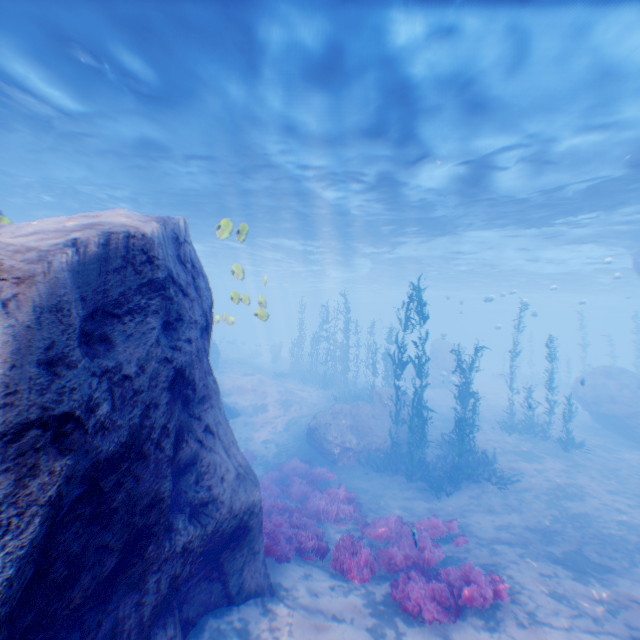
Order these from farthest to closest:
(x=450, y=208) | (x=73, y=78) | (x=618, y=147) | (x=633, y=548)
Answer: (x=450, y=208) → (x=618, y=147) → (x=73, y=78) → (x=633, y=548)

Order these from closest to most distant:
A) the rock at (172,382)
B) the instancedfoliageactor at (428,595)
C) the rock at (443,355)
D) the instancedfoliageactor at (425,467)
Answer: the rock at (172,382), the instancedfoliageactor at (428,595), the instancedfoliageactor at (425,467), the rock at (443,355)

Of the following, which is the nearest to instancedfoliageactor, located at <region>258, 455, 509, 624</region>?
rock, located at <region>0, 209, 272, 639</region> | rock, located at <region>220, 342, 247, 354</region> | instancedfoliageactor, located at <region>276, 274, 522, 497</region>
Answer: rock, located at <region>0, 209, 272, 639</region>

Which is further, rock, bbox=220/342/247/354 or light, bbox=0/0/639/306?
rock, bbox=220/342/247/354

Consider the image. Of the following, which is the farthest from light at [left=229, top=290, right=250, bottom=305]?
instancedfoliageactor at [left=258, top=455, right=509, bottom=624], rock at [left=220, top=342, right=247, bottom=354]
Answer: rock at [left=220, top=342, right=247, bottom=354]

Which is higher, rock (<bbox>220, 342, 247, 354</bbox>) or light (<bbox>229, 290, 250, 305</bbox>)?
light (<bbox>229, 290, 250, 305</bbox>)

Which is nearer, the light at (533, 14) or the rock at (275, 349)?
the light at (533, 14)

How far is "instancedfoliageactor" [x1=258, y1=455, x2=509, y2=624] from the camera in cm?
617
